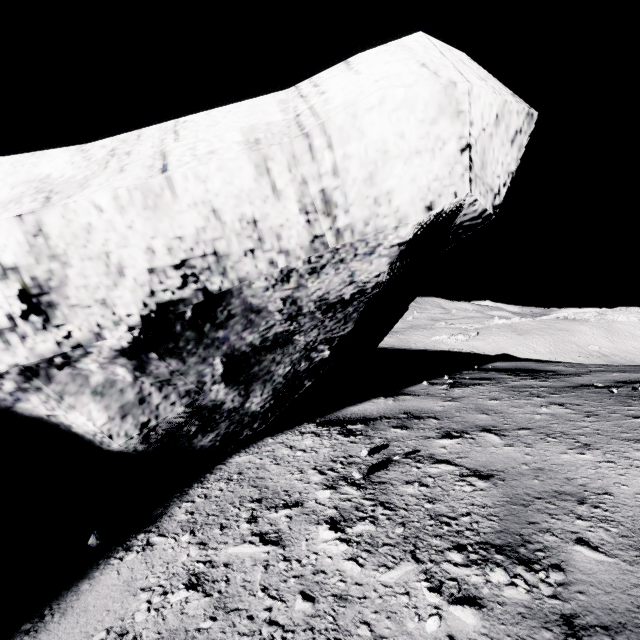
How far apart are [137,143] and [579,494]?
2.5m
